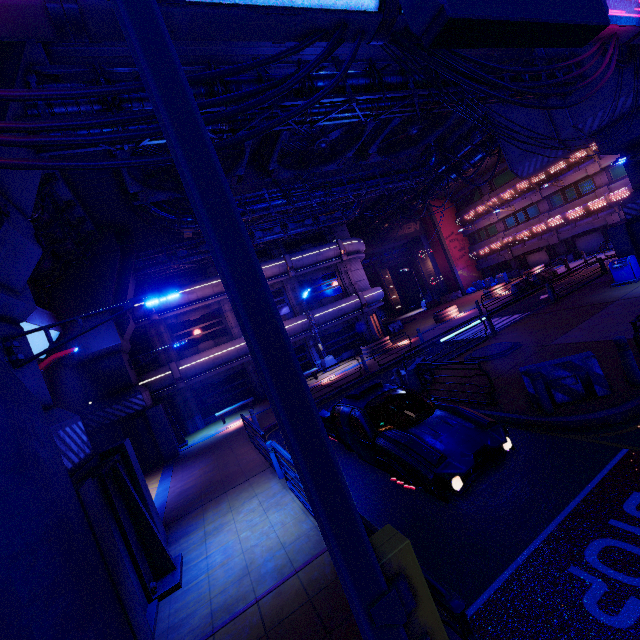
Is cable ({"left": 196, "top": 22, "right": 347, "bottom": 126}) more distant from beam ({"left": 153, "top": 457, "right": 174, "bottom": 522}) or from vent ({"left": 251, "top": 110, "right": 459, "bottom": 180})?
beam ({"left": 153, "top": 457, "right": 174, "bottom": 522})

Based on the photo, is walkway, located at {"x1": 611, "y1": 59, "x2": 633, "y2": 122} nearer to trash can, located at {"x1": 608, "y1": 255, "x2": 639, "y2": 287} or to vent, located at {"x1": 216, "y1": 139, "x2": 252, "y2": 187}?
vent, located at {"x1": 216, "y1": 139, "x2": 252, "y2": 187}

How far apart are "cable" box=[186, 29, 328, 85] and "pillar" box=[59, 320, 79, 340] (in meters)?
14.60

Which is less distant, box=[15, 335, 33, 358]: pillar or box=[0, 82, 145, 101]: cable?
box=[0, 82, 145, 101]: cable

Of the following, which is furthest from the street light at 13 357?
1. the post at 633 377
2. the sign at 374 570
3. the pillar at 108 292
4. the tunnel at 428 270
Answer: the tunnel at 428 270

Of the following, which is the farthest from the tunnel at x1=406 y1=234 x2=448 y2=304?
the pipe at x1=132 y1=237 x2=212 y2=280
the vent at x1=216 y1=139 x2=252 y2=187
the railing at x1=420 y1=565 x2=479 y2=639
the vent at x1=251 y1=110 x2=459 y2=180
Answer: the railing at x1=420 y1=565 x2=479 y2=639

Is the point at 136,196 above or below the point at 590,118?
above

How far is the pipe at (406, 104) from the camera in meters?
9.5
